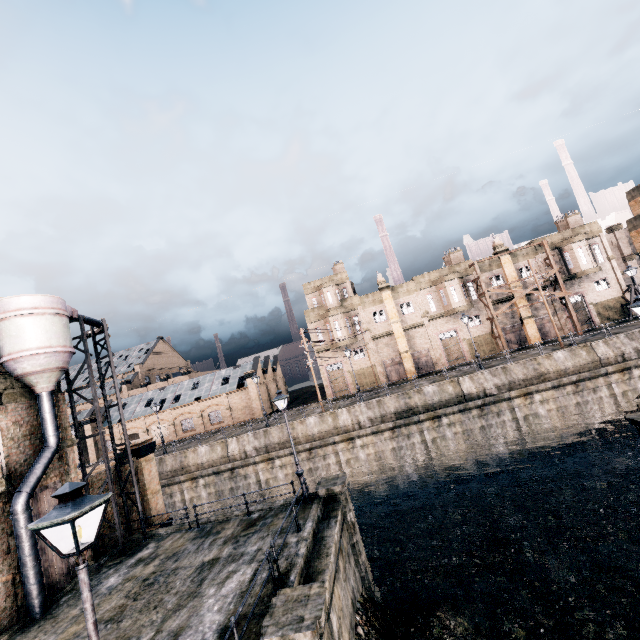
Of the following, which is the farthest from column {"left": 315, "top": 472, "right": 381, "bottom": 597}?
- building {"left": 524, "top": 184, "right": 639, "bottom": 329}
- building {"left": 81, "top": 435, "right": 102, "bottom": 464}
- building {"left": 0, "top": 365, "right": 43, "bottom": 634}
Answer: building {"left": 81, "top": 435, "right": 102, "bottom": 464}

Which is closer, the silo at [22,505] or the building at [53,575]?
the silo at [22,505]

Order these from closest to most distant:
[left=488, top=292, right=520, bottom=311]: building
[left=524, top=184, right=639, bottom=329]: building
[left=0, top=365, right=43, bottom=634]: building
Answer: [left=0, top=365, right=43, bottom=634]: building < [left=524, top=184, right=639, bottom=329]: building < [left=488, top=292, right=520, bottom=311]: building

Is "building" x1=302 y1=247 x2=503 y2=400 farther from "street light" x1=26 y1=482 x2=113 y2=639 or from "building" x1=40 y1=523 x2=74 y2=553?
"street light" x1=26 y1=482 x2=113 y2=639

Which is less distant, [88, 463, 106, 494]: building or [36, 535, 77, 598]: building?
[36, 535, 77, 598]: building

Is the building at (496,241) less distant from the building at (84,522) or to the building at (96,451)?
the building at (96,451)

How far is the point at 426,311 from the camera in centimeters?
4156cm
